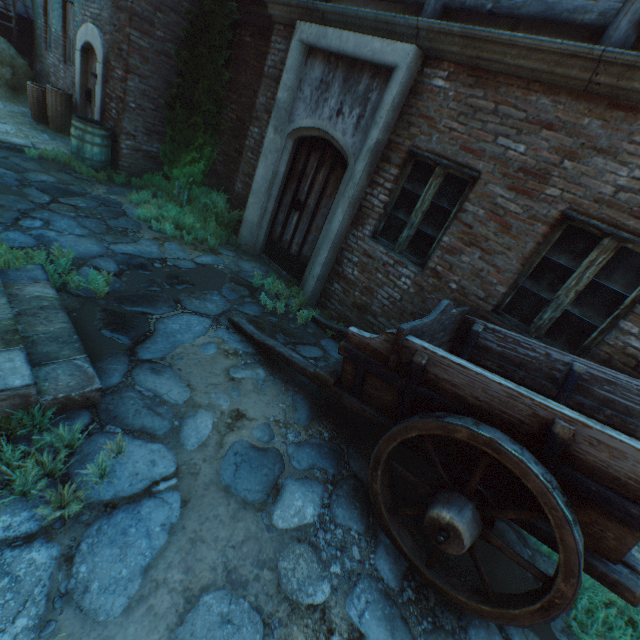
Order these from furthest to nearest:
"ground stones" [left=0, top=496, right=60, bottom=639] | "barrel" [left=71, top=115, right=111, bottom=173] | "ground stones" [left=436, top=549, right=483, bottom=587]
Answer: "barrel" [left=71, top=115, right=111, bottom=173] < "ground stones" [left=436, top=549, right=483, bottom=587] < "ground stones" [left=0, top=496, right=60, bottom=639]

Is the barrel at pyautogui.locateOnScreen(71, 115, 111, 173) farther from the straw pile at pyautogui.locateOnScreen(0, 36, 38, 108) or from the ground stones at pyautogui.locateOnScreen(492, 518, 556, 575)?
the straw pile at pyautogui.locateOnScreen(0, 36, 38, 108)

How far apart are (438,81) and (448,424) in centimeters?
405cm

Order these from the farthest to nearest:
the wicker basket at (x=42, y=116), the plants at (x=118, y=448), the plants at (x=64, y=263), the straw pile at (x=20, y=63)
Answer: the straw pile at (x=20, y=63) < the wicker basket at (x=42, y=116) < the plants at (x=64, y=263) < the plants at (x=118, y=448)

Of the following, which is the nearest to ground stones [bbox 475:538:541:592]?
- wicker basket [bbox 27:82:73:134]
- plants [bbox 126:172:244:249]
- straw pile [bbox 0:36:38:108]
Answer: plants [bbox 126:172:244:249]

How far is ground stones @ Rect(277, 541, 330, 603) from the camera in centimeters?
208cm

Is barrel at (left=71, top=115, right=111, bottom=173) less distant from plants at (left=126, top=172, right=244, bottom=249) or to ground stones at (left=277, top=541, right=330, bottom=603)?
ground stones at (left=277, top=541, right=330, bottom=603)

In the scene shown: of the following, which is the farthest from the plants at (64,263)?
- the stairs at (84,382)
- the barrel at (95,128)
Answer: the barrel at (95,128)
